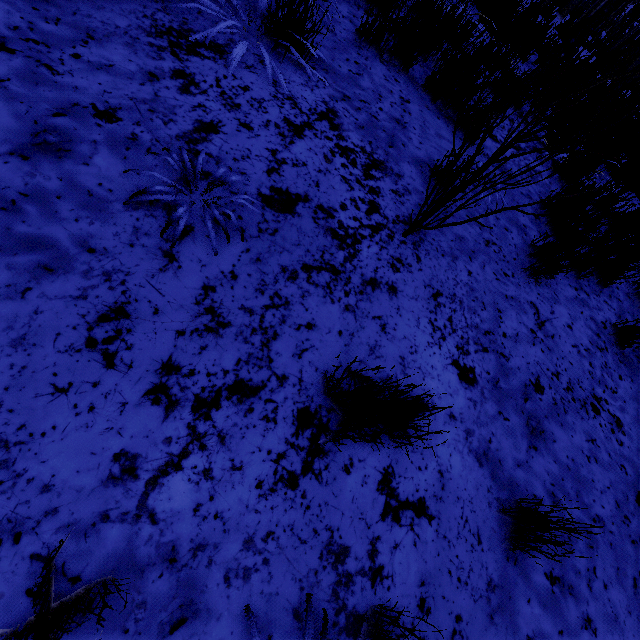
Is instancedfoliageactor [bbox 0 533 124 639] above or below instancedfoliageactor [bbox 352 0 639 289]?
below

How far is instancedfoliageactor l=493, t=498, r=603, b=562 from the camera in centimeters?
142cm

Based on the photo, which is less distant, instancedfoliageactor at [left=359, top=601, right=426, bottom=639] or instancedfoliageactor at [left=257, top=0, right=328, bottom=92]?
instancedfoliageactor at [left=359, top=601, right=426, bottom=639]

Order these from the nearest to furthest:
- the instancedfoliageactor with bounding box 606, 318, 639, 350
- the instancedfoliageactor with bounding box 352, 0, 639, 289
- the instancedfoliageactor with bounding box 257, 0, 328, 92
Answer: the instancedfoliageactor with bounding box 352, 0, 639, 289
the instancedfoliageactor with bounding box 257, 0, 328, 92
the instancedfoliageactor with bounding box 606, 318, 639, 350

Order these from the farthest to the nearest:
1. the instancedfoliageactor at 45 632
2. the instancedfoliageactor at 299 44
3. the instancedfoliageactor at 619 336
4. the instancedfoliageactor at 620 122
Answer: the instancedfoliageactor at 619 336 < the instancedfoliageactor at 299 44 < the instancedfoliageactor at 620 122 < the instancedfoliageactor at 45 632

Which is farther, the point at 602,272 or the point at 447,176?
the point at 602,272

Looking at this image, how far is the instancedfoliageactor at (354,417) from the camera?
1.2m
